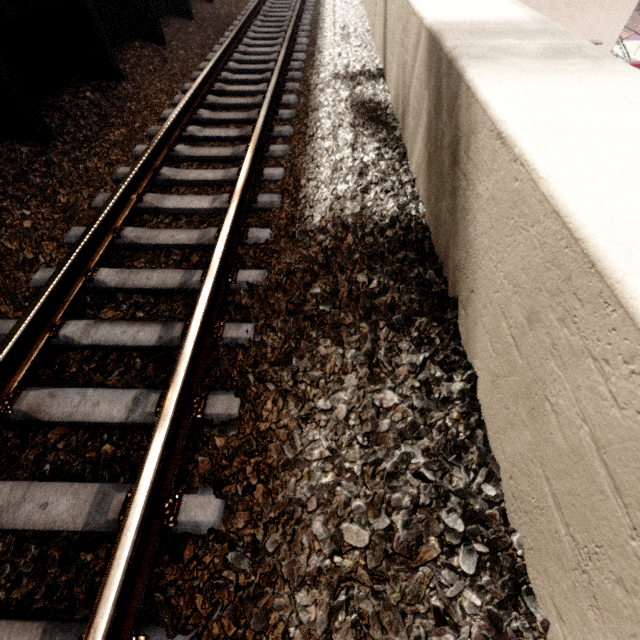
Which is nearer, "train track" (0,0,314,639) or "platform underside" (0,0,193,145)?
"train track" (0,0,314,639)

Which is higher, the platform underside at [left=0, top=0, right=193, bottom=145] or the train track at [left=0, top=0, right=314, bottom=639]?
the platform underside at [left=0, top=0, right=193, bottom=145]

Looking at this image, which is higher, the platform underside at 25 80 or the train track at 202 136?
the platform underside at 25 80

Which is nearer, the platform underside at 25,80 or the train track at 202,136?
the train track at 202,136

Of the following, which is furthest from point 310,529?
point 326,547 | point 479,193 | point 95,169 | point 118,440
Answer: point 95,169
